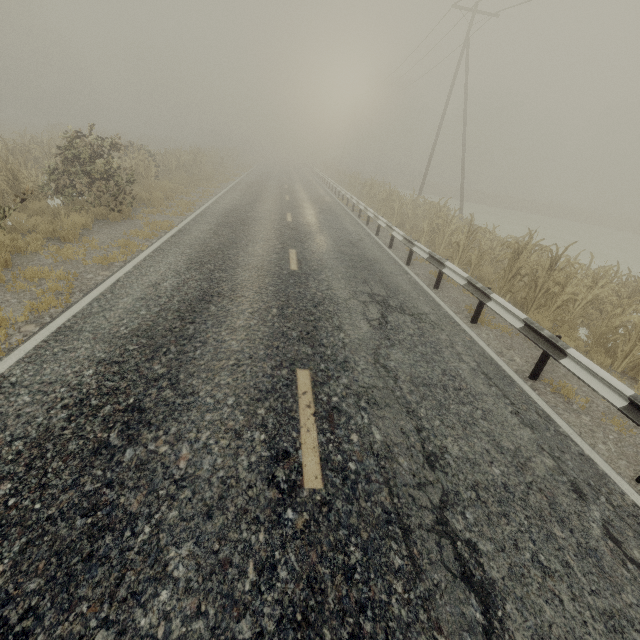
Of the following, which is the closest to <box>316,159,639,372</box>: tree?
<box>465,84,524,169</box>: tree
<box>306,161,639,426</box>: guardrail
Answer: <box>306,161,639,426</box>: guardrail

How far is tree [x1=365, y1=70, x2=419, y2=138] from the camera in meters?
56.7

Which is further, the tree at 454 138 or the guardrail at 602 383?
the tree at 454 138

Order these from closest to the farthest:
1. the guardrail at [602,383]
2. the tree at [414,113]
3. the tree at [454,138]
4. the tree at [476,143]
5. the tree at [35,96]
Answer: the guardrail at [602,383]
the tree at [35,96]
the tree at [476,143]
the tree at [454,138]
the tree at [414,113]

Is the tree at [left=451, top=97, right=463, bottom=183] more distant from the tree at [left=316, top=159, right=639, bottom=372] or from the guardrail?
the guardrail

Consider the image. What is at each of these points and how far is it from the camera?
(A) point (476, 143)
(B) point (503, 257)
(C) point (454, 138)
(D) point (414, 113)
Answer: (A) tree, 56.59m
(B) tree, 8.73m
(C) tree, 58.66m
(D) tree, 59.81m
